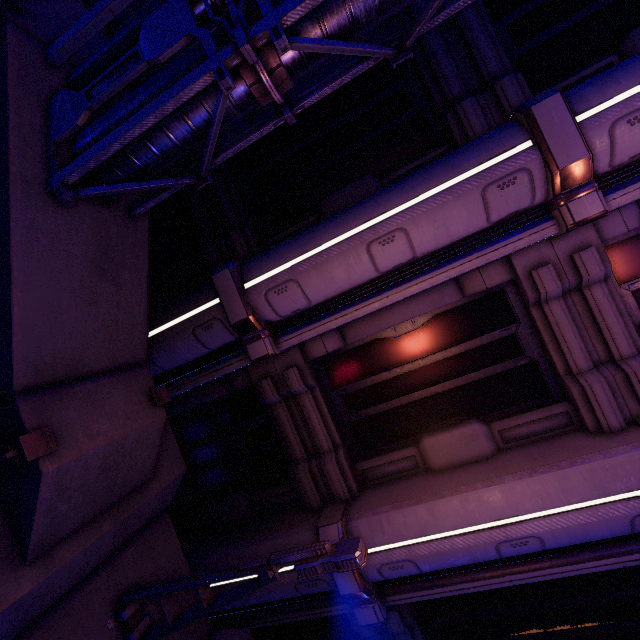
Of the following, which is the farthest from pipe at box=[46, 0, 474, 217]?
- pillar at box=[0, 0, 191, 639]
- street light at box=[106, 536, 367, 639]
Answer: street light at box=[106, 536, 367, 639]

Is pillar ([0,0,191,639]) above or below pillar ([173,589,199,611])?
above

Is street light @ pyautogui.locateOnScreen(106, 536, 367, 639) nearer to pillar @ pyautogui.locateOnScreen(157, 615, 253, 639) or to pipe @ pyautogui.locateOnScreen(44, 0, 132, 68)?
pillar @ pyautogui.locateOnScreen(157, 615, 253, 639)

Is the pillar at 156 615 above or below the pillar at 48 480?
below

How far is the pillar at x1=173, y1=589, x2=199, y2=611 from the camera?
4.6 meters

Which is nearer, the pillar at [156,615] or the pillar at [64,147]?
the pillar at [64,147]

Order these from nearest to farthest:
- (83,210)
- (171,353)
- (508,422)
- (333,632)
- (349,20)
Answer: (349,20), (83,210), (508,422), (171,353), (333,632)
